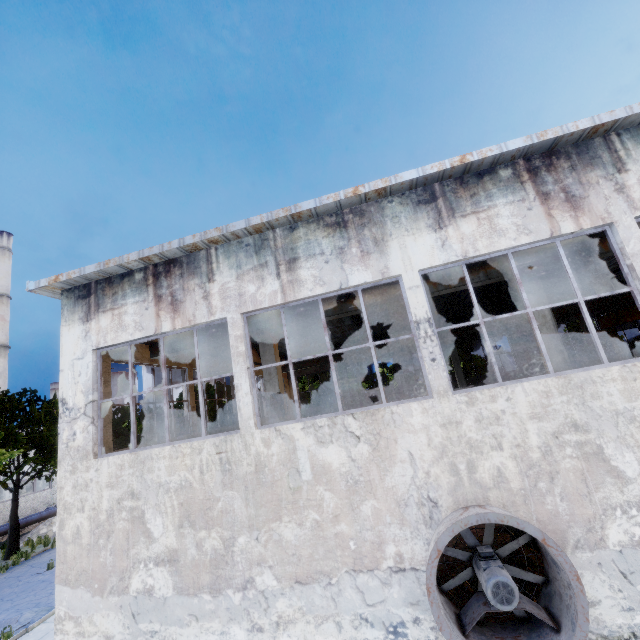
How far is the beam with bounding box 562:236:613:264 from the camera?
8.79m

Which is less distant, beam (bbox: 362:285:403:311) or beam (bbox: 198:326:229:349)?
beam (bbox: 362:285:403:311)

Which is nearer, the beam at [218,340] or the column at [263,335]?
the column at [263,335]

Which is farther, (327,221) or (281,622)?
(327,221)

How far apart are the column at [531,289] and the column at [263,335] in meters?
7.5 m

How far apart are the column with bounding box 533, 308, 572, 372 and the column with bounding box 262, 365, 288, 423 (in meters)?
7.45
